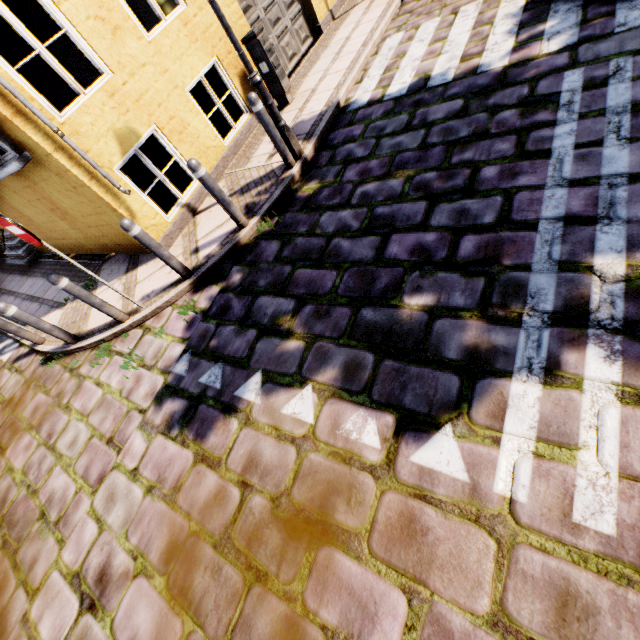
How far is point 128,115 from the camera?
4.8m

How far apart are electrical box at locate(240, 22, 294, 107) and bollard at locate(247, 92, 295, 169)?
2.4 meters

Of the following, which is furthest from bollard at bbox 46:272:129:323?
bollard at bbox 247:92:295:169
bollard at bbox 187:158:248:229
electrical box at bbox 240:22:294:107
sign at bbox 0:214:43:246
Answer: electrical box at bbox 240:22:294:107

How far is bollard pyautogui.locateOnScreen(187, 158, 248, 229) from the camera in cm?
400

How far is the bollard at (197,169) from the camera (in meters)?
4.00

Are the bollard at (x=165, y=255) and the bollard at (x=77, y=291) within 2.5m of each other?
yes

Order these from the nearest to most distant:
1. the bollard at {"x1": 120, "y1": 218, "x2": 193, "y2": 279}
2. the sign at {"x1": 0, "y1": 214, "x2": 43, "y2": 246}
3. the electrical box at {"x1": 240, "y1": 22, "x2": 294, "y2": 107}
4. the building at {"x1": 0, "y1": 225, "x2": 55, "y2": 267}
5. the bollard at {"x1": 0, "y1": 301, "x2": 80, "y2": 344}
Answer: the sign at {"x1": 0, "y1": 214, "x2": 43, "y2": 246} < the bollard at {"x1": 120, "y1": 218, "x2": 193, "y2": 279} < the bollard at {"x1": 0, "y1": 301, "x2": 80, "y2": 344} < the electrical box at {"x1": 240, "y1": 22, "x2": 294, "y2": 107} < the building at {"x1": 0, "y1": 225, "x2": 55, "y2": 267}
